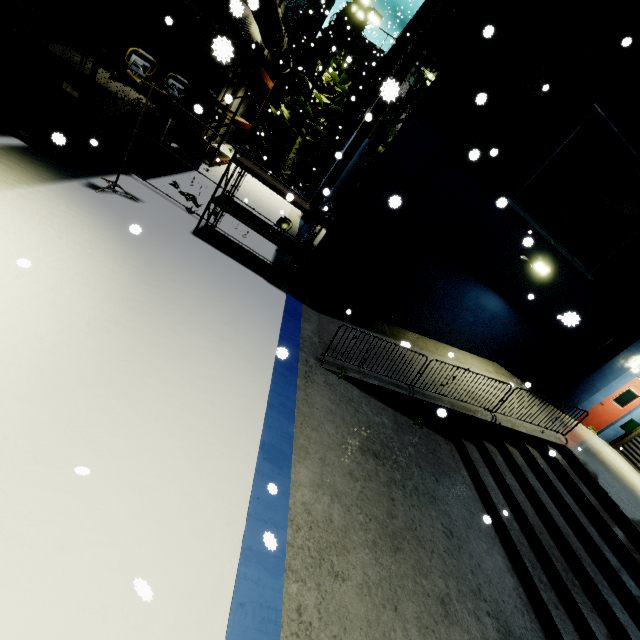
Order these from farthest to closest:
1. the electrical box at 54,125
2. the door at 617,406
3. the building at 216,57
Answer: the door at 617,406 → the electrical box at 54,125 → the building at 216,57

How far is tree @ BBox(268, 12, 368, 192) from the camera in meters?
19.0

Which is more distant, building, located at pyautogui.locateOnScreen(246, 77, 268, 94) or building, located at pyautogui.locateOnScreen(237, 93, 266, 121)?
building, located at pyautogui.locateOnScreen(237, 93, 266, 121)

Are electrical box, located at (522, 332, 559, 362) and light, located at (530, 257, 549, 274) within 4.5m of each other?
yes

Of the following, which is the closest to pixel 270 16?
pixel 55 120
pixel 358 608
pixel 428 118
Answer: pixel 428 118

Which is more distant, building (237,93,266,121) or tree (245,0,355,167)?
building (237,93,266,121)

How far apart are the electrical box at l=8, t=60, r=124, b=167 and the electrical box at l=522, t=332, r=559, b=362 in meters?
13.2 m

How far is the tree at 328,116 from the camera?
19.0 meters
